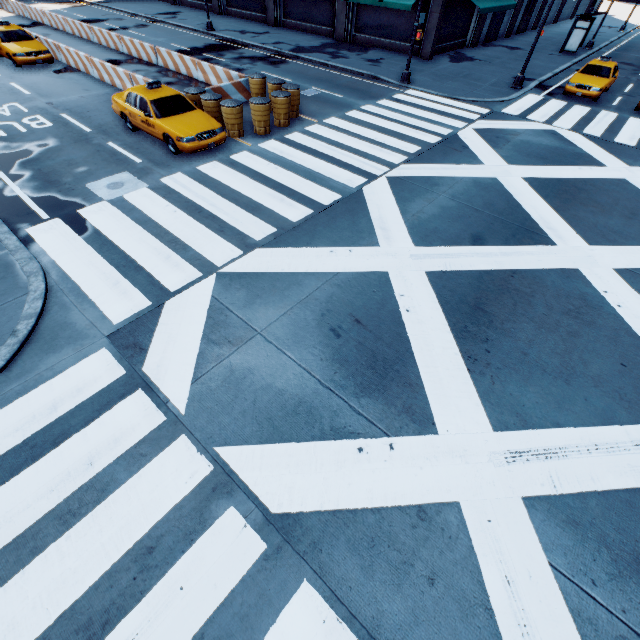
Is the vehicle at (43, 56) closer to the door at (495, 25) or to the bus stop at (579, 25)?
the door at (495, 25)

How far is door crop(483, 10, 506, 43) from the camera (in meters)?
27.27

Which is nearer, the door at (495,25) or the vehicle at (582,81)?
the vehicle at (582,81)

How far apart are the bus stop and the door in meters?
5.5 m

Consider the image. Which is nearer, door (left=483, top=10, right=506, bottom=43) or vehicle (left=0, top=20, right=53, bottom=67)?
vehicle (left=0, top=20, right=53, bottom=67)

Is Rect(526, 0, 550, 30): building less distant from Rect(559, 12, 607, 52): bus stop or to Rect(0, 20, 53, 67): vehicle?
Rect(559, 12, 607, 52): bus stop

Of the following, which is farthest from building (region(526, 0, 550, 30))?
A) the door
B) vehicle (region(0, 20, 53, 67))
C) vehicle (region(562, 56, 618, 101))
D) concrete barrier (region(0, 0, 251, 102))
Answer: vehicle (region(0, 20, 53, 67))

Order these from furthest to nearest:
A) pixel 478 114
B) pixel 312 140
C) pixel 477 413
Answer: pixel 478 114 < pixel 312 140 < pixel 477 413
